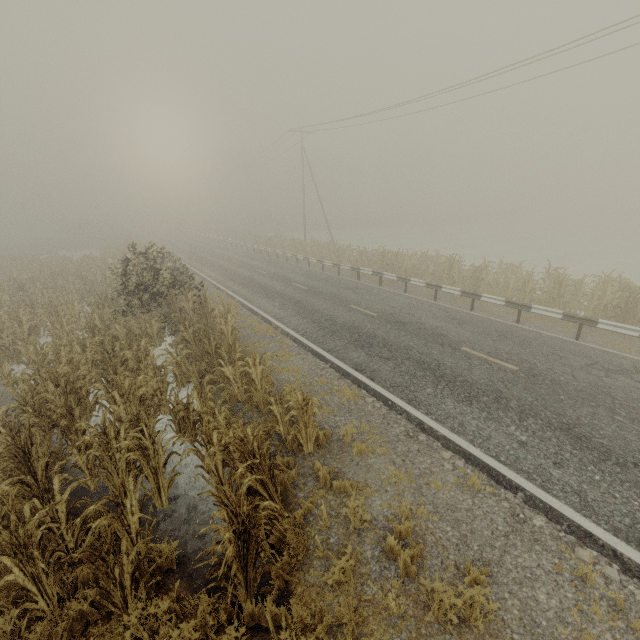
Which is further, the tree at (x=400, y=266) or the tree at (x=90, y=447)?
the tree at (x=400, y=266)

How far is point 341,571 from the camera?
4.2m

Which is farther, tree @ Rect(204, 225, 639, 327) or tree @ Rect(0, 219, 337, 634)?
tree @ Rect(204, 225, 639, 327)
